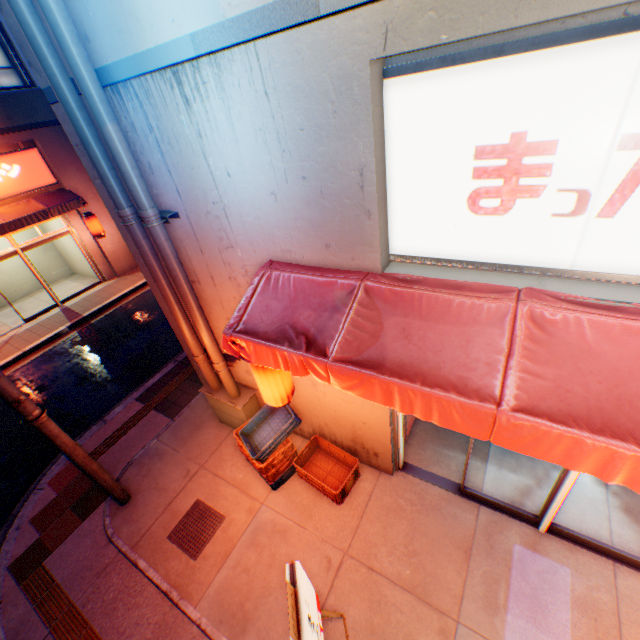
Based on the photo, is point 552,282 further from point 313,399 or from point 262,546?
point 262,546

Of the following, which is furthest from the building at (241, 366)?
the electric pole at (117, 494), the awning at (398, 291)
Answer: the electric pole at (117, 494)

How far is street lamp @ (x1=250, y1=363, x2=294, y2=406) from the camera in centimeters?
389cm

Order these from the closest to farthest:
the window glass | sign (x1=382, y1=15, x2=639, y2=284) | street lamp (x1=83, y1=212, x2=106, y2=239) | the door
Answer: sign (x1=382, y1=15, x2=639, y2=284), the door, the window glass, street lamp (x1=83, y1=212, x2=106, y2=239)

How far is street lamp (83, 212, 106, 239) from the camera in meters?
12.2

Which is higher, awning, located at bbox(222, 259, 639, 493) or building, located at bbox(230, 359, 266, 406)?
awning, located at bbox(222, 259, 639, 493)

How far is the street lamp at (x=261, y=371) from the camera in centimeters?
389cm

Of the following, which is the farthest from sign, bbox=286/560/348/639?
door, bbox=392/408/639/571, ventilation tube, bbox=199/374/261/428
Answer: ventilation tube, bbox=199/374/261/428
